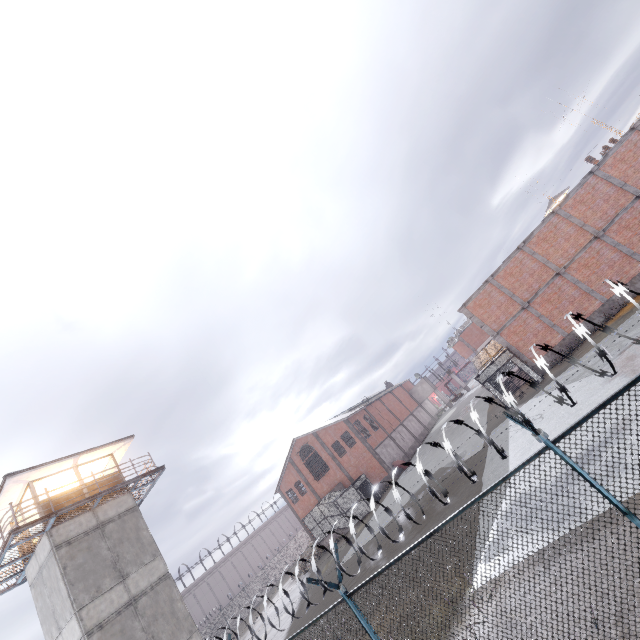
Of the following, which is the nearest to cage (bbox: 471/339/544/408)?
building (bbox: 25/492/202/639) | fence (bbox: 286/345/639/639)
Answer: fence (bbox: 286/345/639/639)

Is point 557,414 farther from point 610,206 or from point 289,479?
point 289,479

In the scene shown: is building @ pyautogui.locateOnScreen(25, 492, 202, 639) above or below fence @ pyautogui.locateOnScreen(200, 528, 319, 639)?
above

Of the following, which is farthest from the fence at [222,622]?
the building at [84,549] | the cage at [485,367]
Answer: the cage at [485,367]

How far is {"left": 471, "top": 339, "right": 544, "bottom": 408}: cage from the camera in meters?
21.6 m

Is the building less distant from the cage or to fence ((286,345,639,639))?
fence ((286,345,639,639))

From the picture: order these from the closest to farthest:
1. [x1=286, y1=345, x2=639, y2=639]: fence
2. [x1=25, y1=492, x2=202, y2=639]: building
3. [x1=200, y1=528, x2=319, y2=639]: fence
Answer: [x1=286, y1=345, x2=639, y2=639]: fence, [x1=200, y1=528, x2=319, y2=639]: fence, [x1=25, y1=492, x2=202, y2=639]: building
